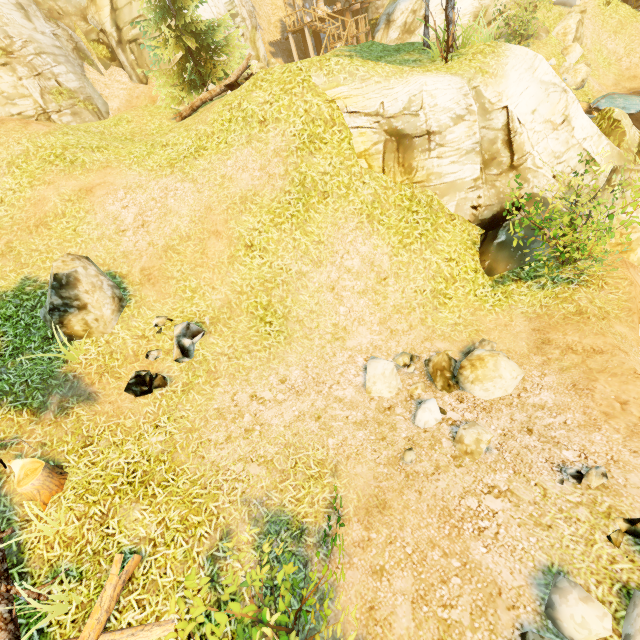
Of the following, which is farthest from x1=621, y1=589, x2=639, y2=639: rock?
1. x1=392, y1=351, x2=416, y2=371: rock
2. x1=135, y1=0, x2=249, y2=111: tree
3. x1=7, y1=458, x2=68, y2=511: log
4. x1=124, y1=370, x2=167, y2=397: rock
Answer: x1=135, y1=0, x2=249, y2=111: tree

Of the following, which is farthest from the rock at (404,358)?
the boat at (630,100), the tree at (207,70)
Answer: the boat at (630,100)

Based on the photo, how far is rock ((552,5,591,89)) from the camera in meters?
17.9

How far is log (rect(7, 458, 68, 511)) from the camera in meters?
5.4 m

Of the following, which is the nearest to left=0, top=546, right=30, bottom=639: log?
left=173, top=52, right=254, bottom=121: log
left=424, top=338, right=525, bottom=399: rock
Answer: left=424, top=338, right=525, bottom=399: rock

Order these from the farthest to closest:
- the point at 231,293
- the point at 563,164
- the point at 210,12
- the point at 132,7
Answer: the point at 210,12, the point at 132,7, the point at 563,164, the point at 231,293

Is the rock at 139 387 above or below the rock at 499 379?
above

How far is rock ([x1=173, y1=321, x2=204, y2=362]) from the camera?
7.2m
